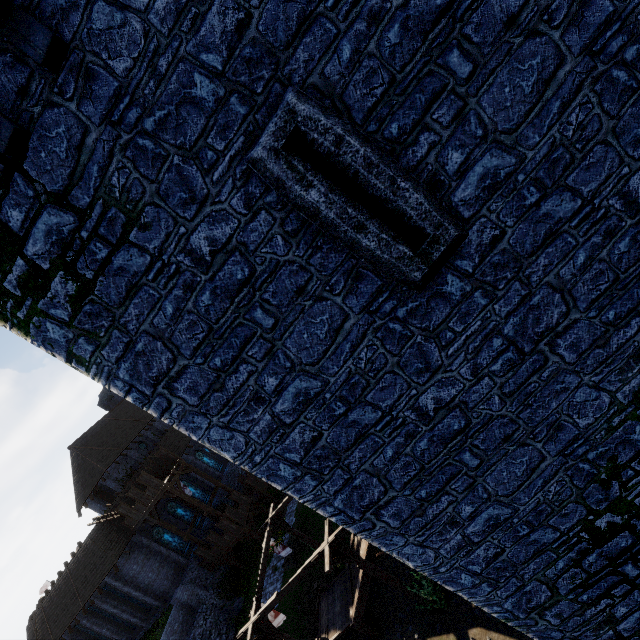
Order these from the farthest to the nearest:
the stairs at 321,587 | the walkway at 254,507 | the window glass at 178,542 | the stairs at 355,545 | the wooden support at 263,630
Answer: the window glass at 178,542, the walkway at 254,507, the stairs at 321,587, the stairs at 355,545, the wooden support at 263,630

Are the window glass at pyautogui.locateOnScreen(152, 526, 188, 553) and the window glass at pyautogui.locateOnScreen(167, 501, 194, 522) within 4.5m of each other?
yes

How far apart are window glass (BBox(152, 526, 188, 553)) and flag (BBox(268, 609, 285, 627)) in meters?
18.5 m

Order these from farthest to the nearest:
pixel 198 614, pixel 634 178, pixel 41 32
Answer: pixel 198 614 → pixel 634 178 → pixel 41 32

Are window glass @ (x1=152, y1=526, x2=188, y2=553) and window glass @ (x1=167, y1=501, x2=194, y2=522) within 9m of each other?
yes

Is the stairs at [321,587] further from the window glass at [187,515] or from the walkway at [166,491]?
the window glass at [187,515]

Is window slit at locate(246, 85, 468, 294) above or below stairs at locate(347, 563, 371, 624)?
above

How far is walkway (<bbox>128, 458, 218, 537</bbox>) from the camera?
27.8m
